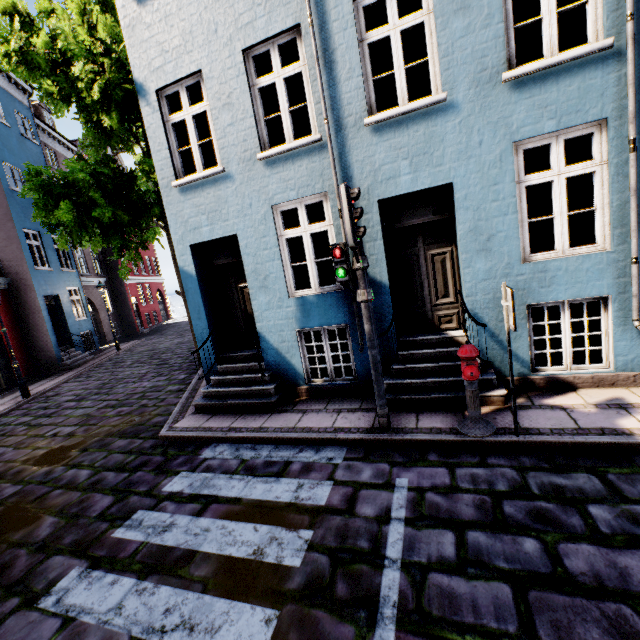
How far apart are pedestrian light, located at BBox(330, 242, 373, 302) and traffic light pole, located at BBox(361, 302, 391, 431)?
0.1 meters

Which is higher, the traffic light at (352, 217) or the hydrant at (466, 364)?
the traffic light at (352, 217)

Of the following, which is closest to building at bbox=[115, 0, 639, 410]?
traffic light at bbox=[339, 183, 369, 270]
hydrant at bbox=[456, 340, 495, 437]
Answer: hydrant at bbox=[456, 340, 495, 437]

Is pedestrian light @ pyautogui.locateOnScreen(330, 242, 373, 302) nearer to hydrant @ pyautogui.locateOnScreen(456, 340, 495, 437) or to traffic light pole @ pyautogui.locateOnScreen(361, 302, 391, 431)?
traffic light pole @ pyautogui.locateOnScreen(361, 302, 391, 431)

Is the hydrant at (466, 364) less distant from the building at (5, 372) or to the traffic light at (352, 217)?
the building at (5, 372)

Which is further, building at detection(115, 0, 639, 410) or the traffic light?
building at detection(115, 0, 639, 410)

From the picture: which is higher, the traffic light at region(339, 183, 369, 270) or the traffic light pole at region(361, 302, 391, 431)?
the traffic light at region(339, 183, 369, 270)

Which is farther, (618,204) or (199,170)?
(199,170)
